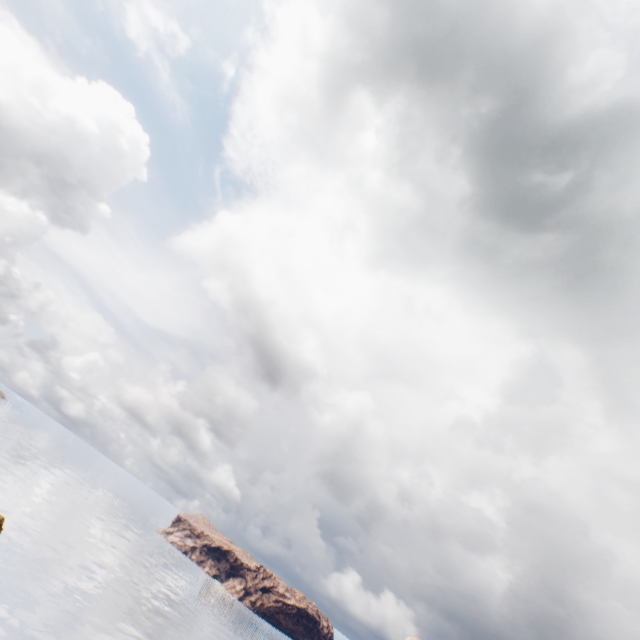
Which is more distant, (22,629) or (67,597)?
(67,597)
